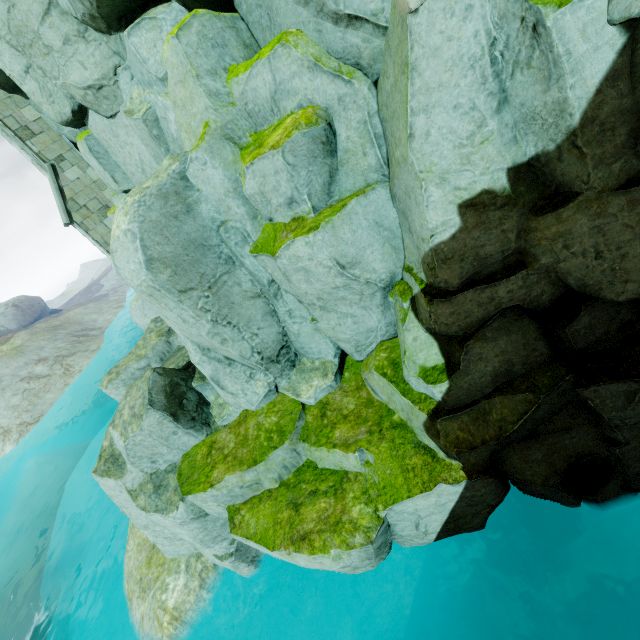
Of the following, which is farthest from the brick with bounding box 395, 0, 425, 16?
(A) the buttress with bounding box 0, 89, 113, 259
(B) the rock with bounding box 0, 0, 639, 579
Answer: (A) the buttress with bounding box 0, 89, 113, 259

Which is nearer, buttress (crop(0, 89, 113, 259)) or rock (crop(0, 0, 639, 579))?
rock (crop(0, 0, 639, 579))

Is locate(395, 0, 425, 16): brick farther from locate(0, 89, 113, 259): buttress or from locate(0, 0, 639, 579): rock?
locate(0, 89, 113, 259): buttress

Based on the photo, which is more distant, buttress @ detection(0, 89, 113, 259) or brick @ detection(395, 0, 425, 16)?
buttress @ detection(0, 89, 113, 259)

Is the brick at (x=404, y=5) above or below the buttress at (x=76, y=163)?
below

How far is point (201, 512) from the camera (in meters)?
7.50

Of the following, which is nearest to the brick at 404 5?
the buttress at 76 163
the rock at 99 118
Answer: the rock at 99 118
